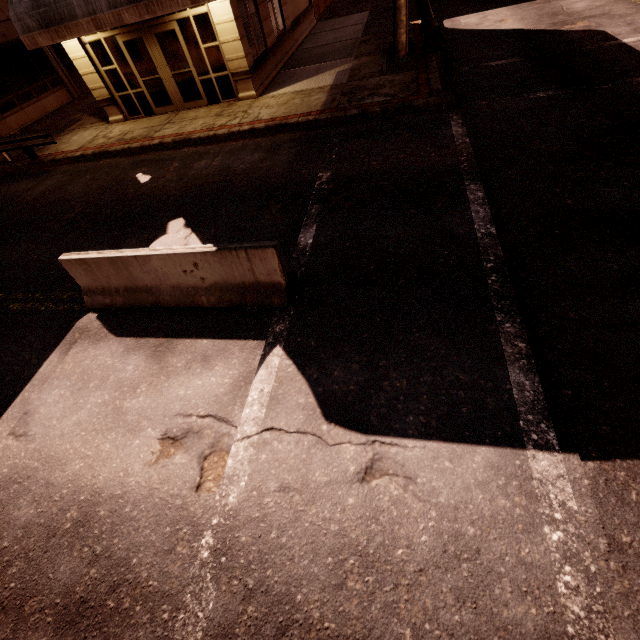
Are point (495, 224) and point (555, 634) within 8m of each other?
yes

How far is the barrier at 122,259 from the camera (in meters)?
4.79

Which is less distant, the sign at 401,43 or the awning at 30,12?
the awning at 30,12

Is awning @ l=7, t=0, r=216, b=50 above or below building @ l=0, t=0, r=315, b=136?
above

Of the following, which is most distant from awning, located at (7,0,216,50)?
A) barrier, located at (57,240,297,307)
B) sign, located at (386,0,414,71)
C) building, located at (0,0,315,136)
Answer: barrier, located at (57,240,297,307)

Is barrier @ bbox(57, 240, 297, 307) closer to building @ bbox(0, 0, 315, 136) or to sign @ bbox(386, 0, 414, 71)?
building @ bbox(0, 0, 315, 136)

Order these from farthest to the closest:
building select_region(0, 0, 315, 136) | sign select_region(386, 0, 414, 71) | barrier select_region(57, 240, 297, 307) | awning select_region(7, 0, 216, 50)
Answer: building select_region(0, 0, 315, 136) → sign select_region(386, 0, 414, 71) → awning select_region(7, 0, 216, 50) → barrier select_region(57, 240, 297, 307)
